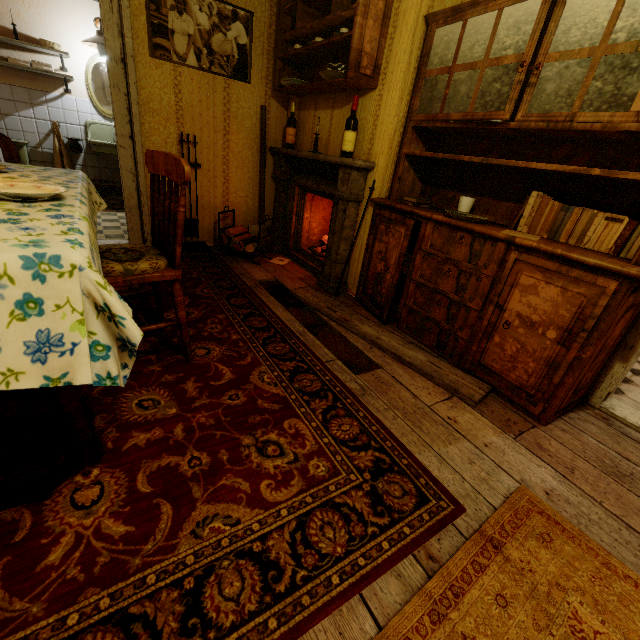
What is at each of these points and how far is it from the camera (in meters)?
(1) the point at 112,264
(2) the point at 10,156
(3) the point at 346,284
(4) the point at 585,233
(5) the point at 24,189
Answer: (1) cushion, 1.53
(2) toilet, 4.39
(3) fireplace, 3.28
(4) book, 1.85
(5) plate, 1.41

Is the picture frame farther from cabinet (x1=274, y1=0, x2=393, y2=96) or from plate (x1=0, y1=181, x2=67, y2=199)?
plate (x1=0, y1=181, x2=67, y2=199)

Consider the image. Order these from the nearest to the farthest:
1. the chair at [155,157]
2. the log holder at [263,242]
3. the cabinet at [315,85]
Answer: the chair at [155,157]
the cabinet at [315,85]
the log holder at [263,242]

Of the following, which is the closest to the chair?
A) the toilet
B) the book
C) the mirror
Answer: the book

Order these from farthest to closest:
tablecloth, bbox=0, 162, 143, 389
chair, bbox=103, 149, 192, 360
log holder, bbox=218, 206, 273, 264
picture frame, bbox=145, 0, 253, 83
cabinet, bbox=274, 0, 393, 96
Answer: log holder, bbox=218, 206, 273, 264 < picture frame, bbox=145, 0, 253, 83 < cabinet, bbox=274, 0, 393, 96 < chair, bbox=103, 149, 192, 360 < tablecloth, bbox=0, 162, 143, 389

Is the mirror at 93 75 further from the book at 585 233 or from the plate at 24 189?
the book at 585 233

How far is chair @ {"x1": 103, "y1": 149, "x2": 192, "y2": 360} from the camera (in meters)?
1.50

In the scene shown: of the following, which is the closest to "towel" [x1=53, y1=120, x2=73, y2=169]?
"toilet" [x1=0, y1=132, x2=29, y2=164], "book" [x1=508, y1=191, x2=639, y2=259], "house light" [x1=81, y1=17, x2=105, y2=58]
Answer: "toilet" [x1=0, y1=132, x2=29, y2=164]
